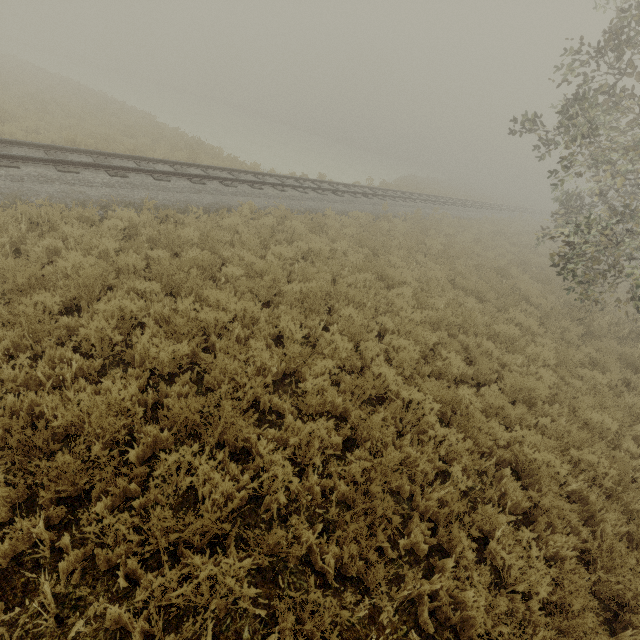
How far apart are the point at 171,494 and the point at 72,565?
0.9m
